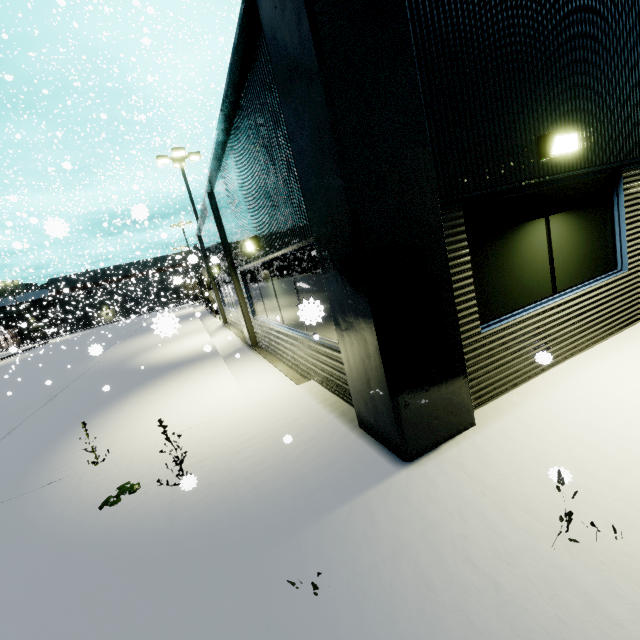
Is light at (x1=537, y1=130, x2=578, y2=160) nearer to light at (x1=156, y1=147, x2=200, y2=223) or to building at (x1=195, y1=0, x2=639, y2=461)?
building at (x1=195, y1=0, x2=639, y2=461)

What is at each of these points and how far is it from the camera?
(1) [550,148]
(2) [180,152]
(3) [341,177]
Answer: (1) light, 3.7 meters
(2) light, 17.9 meters
(3) building, 2.7 meters

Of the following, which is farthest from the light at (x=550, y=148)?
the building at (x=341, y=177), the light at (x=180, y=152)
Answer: the light at (x=180, y=152)

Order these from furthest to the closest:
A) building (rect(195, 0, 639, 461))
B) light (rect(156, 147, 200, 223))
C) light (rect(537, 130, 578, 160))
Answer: light (rect(156, 147, 200, 223)) < light (rect(537, 130, 578, 160)) < building (rect(195, 0, 639, 461))

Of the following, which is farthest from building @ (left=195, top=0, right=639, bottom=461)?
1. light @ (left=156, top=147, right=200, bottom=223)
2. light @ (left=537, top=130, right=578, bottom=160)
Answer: light @ (left=156, top=147, right=200, bottom=223)

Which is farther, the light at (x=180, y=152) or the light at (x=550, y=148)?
the light at (x=180, y=152)
